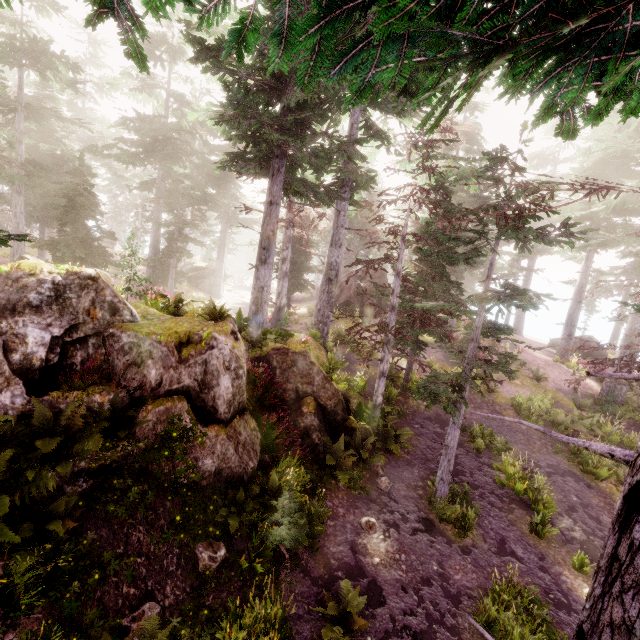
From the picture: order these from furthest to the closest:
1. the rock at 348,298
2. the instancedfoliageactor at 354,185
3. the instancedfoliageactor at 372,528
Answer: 1. the rock at 348,298
2. the instancedfoliageactor at 372,528
3. the instancedfoliageactor at 354,185

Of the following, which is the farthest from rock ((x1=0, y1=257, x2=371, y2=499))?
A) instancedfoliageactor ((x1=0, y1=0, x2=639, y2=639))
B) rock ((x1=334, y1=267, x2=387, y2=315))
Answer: rock ((x1=334, y1=267, x2=387, y2=315))

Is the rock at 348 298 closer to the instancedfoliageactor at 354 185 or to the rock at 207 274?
the instancedfoliageactor at 354 185

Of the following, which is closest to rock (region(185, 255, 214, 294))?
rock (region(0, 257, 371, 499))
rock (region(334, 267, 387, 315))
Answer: rock (region(334, 267, 387, 315))

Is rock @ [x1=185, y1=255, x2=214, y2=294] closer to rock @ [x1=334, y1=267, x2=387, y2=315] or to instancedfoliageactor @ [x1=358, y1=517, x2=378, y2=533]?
instancedfoliageactor @ [x1=358, y1=517, x2=378, y2=533]

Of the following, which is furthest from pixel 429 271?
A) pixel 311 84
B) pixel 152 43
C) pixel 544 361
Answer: pixel 152 43

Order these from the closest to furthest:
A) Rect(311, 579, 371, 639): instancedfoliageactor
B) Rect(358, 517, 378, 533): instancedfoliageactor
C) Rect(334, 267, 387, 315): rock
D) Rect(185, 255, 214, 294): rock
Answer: Rect(311, 579, 371, 639): instancedfoliageactor < Rect(358, 517, 378, 533): instancedfoliageactor < Rect(334, 267, 387, 315): rock < Rect(185, 255, 214, 294): rock
